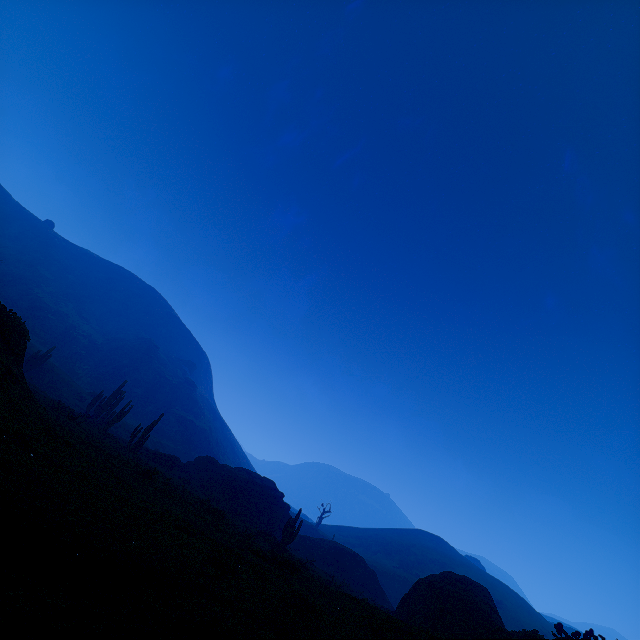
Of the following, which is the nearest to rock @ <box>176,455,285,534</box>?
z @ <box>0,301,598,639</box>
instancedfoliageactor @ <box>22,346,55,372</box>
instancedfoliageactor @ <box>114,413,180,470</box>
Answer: instancedfoliageactor @ <box>114,413,180,470</box>

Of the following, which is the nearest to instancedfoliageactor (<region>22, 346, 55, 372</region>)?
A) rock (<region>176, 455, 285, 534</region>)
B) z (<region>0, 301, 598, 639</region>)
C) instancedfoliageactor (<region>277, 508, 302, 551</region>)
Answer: z (<region>0, 301, 598, 639</region>)

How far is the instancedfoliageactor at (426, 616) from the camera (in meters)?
16.81

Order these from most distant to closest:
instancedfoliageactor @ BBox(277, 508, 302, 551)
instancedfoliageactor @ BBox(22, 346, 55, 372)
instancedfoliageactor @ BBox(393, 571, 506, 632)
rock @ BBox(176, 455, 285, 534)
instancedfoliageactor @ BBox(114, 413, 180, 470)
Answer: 1. instancedfoliageactor @ BBox(22, 346, 55, 372)
2. rock @ BBox(176, 455, 285, 534)
3. instancedfoliageactor @ BBox(114, 413, 180, 470)
4. instancedfoliageactor @ BBox(277, 508, 302, 551)
5. instancedfoliageactor @ BBox(393, 571, 506, 632)

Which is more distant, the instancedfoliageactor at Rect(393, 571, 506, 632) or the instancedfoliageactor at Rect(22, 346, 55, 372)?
the instancedfoliageactor at Rect(22, 346, 55, 372)

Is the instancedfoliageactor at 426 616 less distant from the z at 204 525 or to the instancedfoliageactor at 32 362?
the z at 204 525

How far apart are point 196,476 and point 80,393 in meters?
25.9 m

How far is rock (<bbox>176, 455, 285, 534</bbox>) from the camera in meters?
33.7 m
